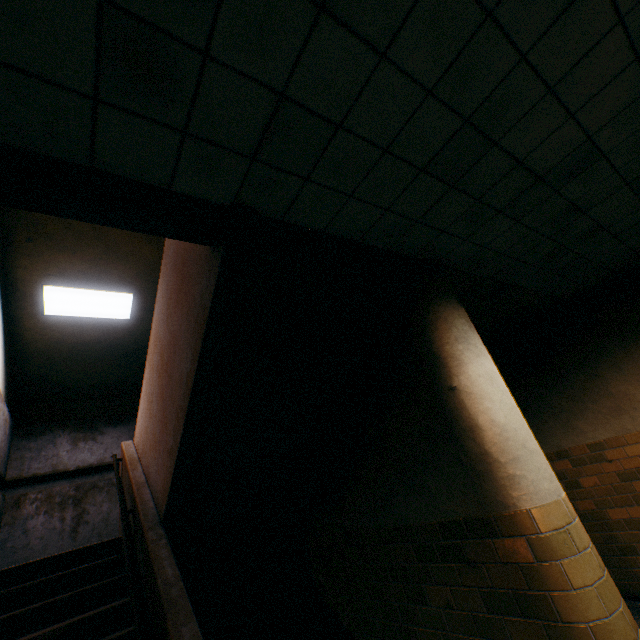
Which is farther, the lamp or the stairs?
the lamp

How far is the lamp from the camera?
5.45m

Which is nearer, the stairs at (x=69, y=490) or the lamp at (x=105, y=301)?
the stairs at (x=69, y=490)

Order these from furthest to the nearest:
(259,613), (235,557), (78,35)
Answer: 1. (235,557)
2. (259,613)
3. (78,35)

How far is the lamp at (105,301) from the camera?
5.5 meters

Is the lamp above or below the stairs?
above
